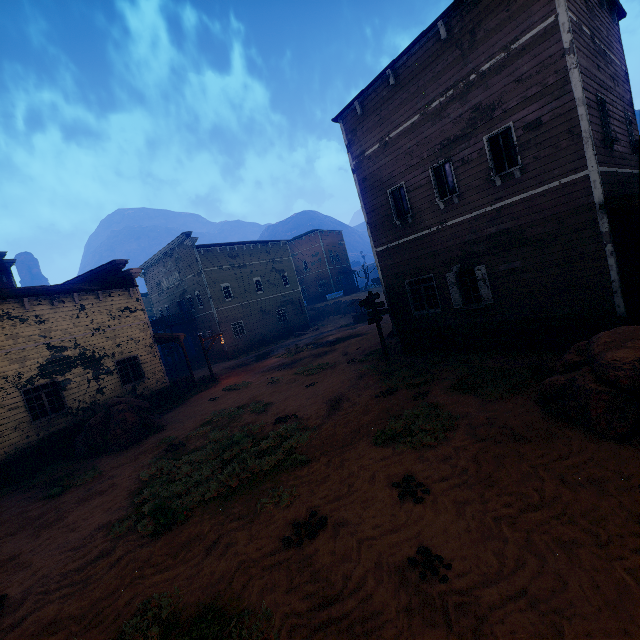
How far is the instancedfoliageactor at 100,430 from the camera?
12.9m

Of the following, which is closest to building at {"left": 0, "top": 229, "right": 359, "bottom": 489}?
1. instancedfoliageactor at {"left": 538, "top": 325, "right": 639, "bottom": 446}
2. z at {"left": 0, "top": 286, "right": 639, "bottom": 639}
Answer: z at {"left": 0, "top": 286, "right": 639, "bottom": 639}

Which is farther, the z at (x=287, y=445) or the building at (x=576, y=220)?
the building at (x=576, y=220)

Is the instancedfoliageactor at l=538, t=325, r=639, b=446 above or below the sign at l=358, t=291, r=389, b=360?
below

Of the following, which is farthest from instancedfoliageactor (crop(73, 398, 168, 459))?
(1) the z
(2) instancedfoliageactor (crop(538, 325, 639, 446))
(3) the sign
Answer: (2) instancedfoliageactor (crop(538, 325, 639, 446))

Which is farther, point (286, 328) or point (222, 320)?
point (286, 328)

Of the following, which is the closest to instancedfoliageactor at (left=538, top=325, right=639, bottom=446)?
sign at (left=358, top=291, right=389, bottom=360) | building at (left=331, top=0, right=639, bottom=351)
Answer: building at (left=331, top=0, right=639, bottom=351)

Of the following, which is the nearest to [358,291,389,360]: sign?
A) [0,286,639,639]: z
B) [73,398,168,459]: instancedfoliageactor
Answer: [0,286,639,639]: z
